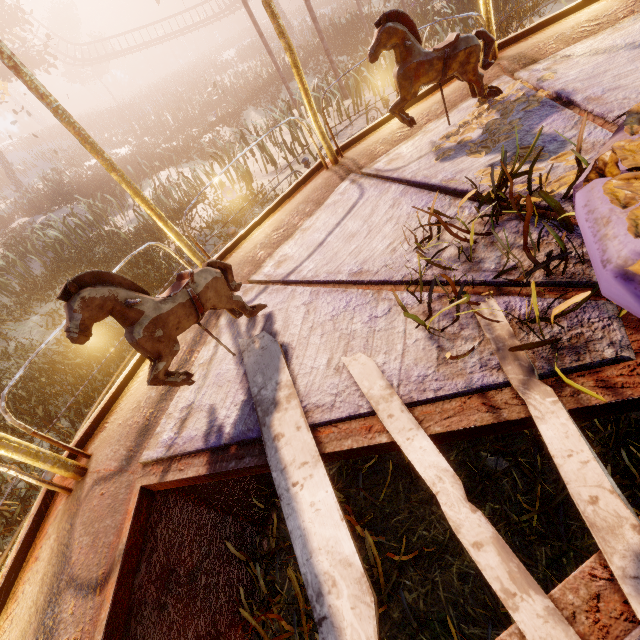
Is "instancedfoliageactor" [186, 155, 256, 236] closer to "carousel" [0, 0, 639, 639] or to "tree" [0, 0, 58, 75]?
"carousel" [0, 0, 639, 639]

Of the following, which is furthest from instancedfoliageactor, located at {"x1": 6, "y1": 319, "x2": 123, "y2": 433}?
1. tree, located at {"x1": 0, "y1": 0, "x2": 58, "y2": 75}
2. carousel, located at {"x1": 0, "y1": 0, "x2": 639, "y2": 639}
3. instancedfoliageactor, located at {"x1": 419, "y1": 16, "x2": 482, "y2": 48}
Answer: tree, located at {"x1": 0, "y1": 0, "x2": 58, "y2": 75}

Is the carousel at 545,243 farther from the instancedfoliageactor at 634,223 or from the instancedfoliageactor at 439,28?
the instancedfoliageactor at 439,28

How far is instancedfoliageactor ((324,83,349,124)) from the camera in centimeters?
875cm

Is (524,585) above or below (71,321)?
below

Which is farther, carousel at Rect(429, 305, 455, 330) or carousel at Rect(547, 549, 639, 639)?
carousel at Rect(429, 305, 455, 330)

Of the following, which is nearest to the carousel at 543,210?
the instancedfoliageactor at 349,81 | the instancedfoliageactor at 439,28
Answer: the instancedfoliageactor at 349,81

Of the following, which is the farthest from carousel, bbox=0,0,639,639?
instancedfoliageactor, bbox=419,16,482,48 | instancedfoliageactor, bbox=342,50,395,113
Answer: Answer: instancedfoliageactor, bbox=419,16,482,48
